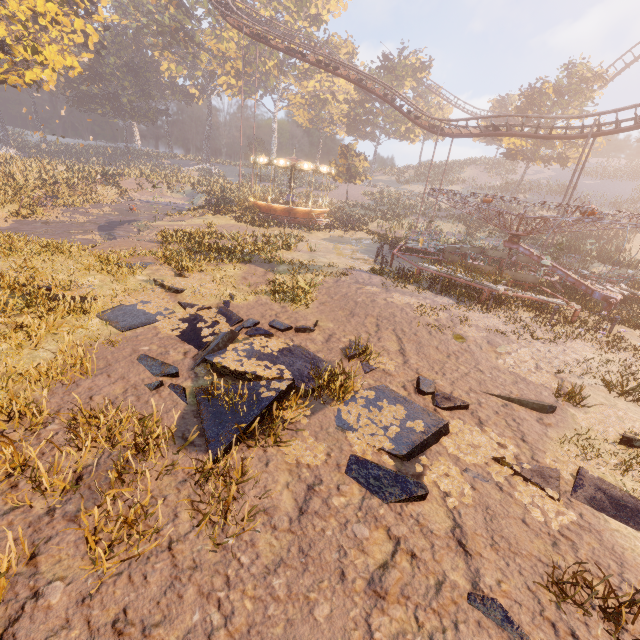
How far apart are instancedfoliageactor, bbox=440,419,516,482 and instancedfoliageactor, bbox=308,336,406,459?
0.4 meters

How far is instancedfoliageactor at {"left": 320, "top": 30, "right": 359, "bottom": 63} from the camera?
55.4m

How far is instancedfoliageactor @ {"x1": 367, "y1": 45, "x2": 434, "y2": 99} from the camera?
49.34m

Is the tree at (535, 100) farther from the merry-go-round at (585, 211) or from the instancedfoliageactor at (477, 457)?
the instancedfoliageactor at (477, 457)

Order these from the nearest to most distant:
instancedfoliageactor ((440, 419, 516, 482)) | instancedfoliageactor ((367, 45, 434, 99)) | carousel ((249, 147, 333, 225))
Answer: instancedfoliageactor ((440, 419, 516, 482)), carousel ((249, 147, 333, 225)), instancedfoliageactor ((367, 45, 434, 99))

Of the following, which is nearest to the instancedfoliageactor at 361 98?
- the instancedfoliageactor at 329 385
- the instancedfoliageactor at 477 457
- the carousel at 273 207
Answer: the carousel at 273 207

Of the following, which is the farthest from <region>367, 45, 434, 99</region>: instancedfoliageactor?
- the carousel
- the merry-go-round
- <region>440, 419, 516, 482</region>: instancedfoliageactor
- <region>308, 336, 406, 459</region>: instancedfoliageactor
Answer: <region>440, 419, 516, 482</region>: instancedfoliageactor

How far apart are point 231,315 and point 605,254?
28.8m
